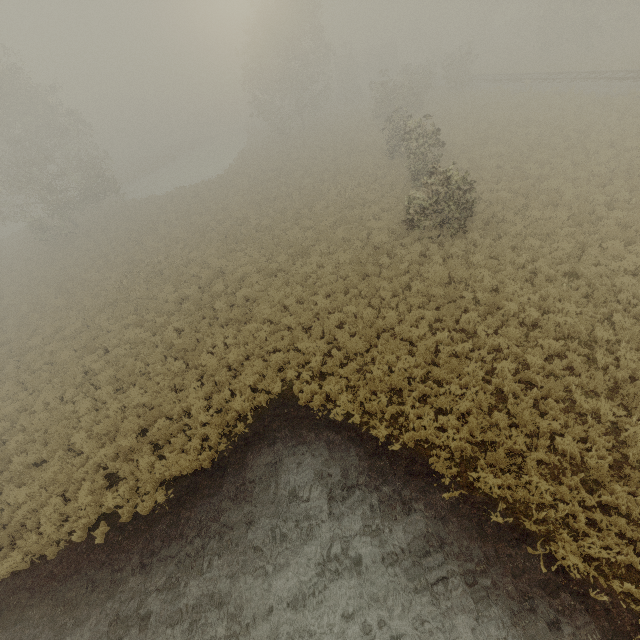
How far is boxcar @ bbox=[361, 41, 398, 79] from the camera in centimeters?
5381cm

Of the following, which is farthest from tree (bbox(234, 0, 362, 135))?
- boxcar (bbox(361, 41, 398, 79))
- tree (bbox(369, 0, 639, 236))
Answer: boxcar (bbox(361, 41, 398, 79))

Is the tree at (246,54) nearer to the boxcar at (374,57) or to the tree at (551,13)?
the tree at (551,13)

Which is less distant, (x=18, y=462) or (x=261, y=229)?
(x=18, y=462)

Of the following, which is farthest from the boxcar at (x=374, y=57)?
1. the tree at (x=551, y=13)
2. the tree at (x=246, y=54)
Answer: the tree at (x=246, y=54)

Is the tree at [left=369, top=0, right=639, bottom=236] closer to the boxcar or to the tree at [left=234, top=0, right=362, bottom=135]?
the tree at [left=234, top=0, right=362, bottom=135]
